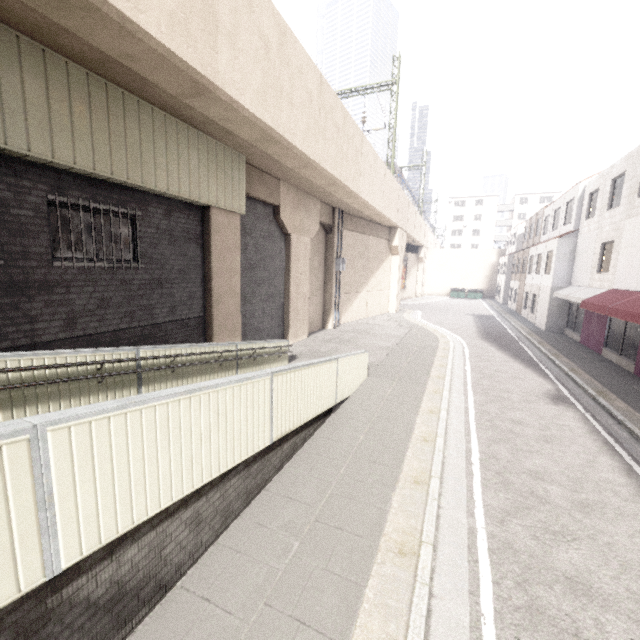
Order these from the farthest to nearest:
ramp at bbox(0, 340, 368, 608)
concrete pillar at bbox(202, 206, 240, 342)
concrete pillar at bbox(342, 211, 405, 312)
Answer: concrete pillar at bbox(342, 211, 405, 312)
concrete pillar at bbox(202, 206, 240, 342)
ramp at bbox(0, 340, 368, 608)

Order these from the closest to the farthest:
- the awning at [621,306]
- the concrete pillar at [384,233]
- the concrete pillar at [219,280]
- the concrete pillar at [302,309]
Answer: the concrete pillar at [219,280], the awning at [621,306], the concrete pillar at [302,309], the concrete pillar at [384,233]

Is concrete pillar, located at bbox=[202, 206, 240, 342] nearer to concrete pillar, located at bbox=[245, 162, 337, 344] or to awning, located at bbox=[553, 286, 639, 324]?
concrete pillar, located at bbox=[245, 162, 337, 344]

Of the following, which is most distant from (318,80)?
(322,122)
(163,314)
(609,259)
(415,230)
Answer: (415,230)

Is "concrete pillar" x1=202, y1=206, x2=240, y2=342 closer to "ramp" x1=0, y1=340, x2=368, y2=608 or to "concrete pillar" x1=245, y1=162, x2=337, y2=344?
"concrete pillar" x1=245, y1=162, x2=337, y2=344

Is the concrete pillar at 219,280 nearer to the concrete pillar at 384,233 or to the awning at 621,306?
the concrete pillar at 384,233

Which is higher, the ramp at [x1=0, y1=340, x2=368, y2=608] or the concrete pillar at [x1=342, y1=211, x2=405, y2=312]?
the concrete pillar at [x1=342, y1=211, x2=405, y2=312]

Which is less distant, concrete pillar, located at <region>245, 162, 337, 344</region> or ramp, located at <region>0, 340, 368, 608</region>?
ramp, located at <region>0, 340, 368, 608</region>
